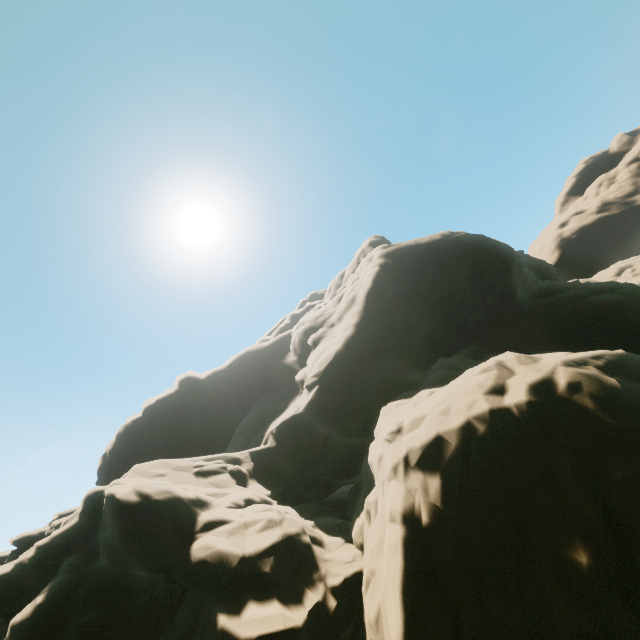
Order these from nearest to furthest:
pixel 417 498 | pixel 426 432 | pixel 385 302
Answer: pixel 417 498 → pixel 426 432 → pixel 385 302
